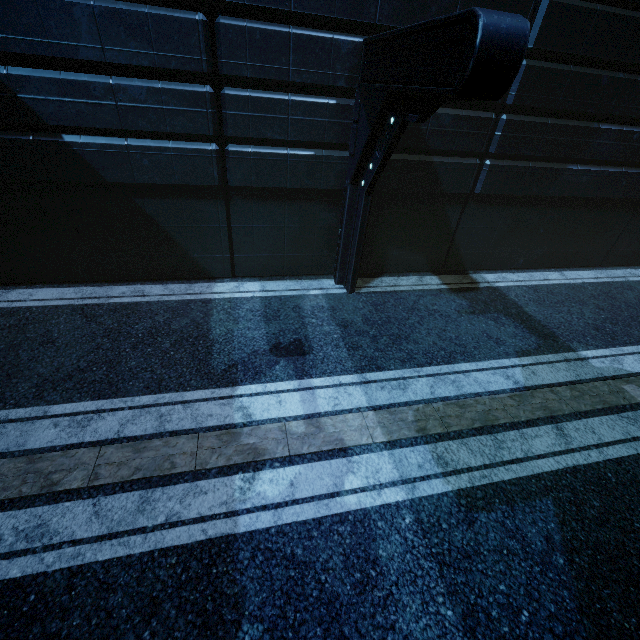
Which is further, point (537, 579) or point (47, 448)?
point (47, 448)
